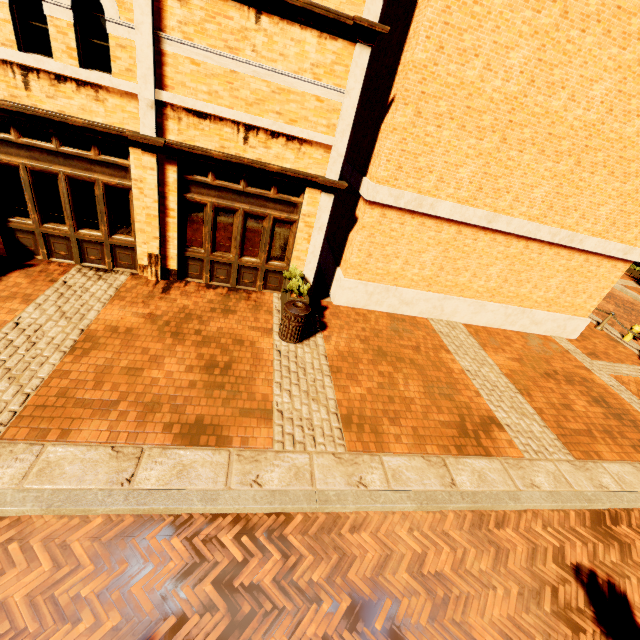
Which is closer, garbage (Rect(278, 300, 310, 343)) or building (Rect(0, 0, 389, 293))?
building (Rect(0, 0, 389, 293))

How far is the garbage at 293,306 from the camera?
7.1 meters

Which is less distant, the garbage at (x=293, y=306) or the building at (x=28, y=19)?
the building at (x=28, y=19)

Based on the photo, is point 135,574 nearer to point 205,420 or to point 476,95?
point 205,420

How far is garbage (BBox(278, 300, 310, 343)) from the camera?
7.1 meters
